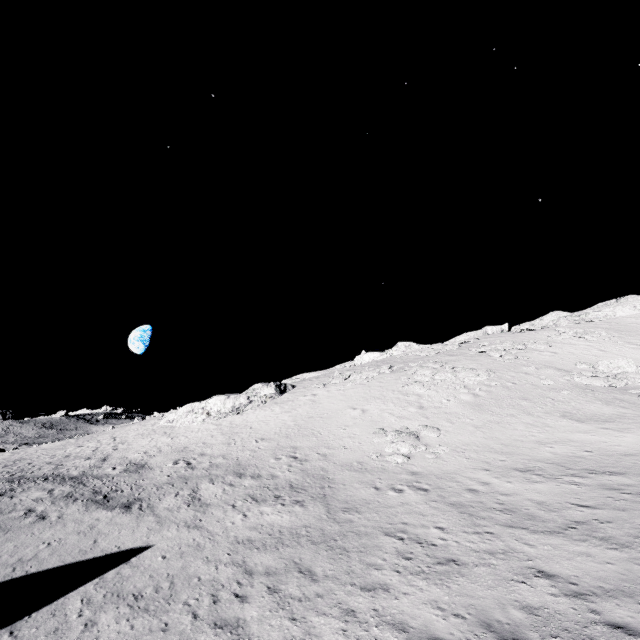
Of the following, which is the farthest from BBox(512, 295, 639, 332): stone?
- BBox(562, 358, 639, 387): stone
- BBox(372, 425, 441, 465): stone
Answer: BBox(372, 425, 441, 465): stone

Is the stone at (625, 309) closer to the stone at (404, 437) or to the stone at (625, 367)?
the stone at (625, 367)

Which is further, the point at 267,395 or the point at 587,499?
the point at 267,395

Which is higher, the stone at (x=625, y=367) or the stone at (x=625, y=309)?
the stone at (x=625, y=309)

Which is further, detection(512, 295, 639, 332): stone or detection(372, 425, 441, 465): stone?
detection(512, 295, 639, 332): stone

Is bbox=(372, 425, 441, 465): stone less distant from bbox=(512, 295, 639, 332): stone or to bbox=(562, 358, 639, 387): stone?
bbox=(562, 358, 639, 387): stone

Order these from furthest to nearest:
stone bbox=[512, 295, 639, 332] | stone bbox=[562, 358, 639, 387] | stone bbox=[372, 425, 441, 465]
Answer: stone bbox=[512, 295, 639, 332]
stone bbox=[562, 358, 639, 387]
stone bbox=[372, 425, 441, 465]
